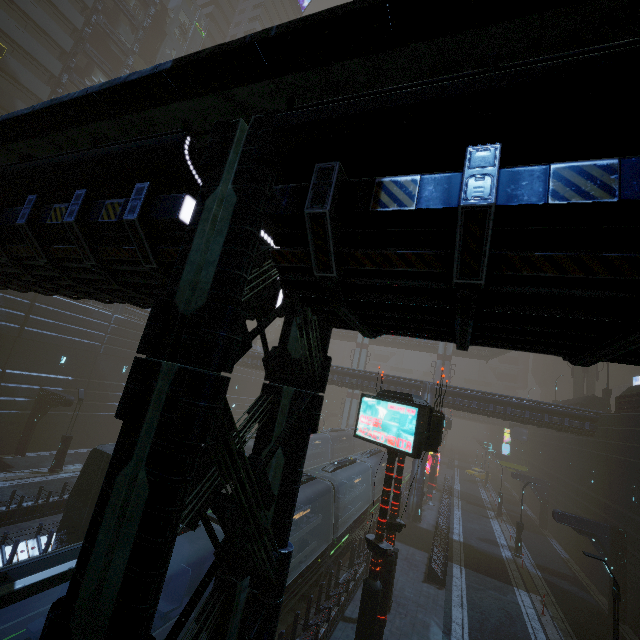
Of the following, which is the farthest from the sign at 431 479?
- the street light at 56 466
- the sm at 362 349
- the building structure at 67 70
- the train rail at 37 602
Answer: the building structure at 67 70

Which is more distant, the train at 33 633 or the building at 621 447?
the building at 621 447

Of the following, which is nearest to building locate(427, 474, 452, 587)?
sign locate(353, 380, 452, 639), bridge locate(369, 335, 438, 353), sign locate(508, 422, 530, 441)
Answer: sign locate(508, 422, 530, 441)

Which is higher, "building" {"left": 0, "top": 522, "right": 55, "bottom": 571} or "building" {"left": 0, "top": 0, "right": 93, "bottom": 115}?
"building" {"left": 0, "top": 0, "right": 93, "bottom": 115}

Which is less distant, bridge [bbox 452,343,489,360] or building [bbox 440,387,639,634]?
building [bbox 440,387,639,634]

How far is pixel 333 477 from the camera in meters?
21.3 m

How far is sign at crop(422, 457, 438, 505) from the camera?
34.8 meters
